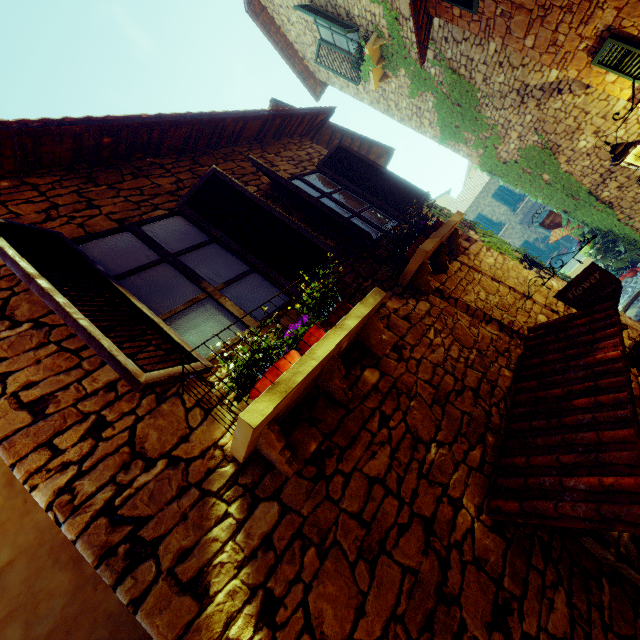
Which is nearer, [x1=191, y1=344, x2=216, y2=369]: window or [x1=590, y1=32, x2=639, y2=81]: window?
[x1=191, y1=344, x2=216, y2=369]: window

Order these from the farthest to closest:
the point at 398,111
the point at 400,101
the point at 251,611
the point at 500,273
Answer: the point at 398,111 < the point at 400,101 < the point at 500,273 < the point at 251,611

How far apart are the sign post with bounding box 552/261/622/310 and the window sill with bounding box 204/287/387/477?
2.35m

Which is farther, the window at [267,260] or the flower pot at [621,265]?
the flower pot at [621,265]

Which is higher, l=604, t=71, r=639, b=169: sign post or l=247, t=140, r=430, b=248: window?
l=247, t=140, r=430, b=248: window

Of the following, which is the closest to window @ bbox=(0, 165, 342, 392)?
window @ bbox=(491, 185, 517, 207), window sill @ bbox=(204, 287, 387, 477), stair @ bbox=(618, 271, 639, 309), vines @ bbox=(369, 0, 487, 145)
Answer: window sill @ bbox=(204, 287, 387, 477)

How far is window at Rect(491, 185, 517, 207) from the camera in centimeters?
2333cm

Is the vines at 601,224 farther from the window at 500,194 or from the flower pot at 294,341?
the window at 500,194
